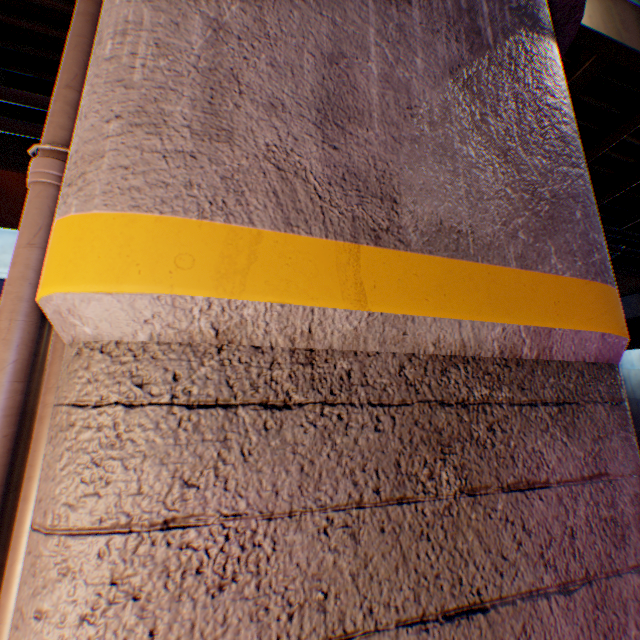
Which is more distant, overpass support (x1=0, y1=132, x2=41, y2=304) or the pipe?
overpass support (x1=0, y1=132, x2=41, y2=304)

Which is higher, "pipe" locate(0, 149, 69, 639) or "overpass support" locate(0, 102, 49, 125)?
"overpass support" locate(0, 102, 49, 125)

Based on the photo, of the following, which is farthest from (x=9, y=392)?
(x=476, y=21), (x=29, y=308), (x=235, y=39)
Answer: (x=476, y=21)

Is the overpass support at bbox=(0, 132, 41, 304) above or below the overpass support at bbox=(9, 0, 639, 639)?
above

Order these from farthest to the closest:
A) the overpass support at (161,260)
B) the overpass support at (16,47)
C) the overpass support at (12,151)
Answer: the overpass support at (12,151) → the overpass support at (16,47) → the overpass support at (161,260)

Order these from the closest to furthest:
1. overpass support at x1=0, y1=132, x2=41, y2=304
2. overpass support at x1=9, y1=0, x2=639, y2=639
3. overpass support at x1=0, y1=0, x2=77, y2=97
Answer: overpass support at x1=9, y1=0, x2=639, y2=639
overpass support at x1=0, y1=0, x2=77, y2=97
overpass support at x1=0, y1=132, x2=41, y2=304

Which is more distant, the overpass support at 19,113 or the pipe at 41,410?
the overpass support at 19,113
